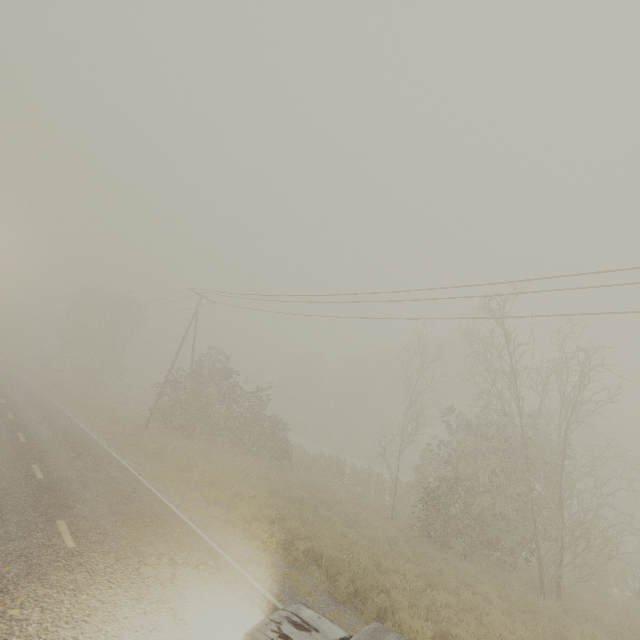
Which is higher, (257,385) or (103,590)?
(257,385)
